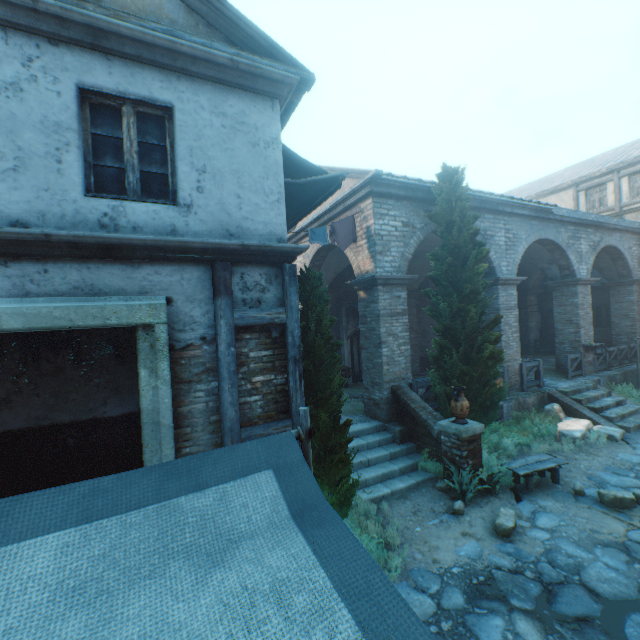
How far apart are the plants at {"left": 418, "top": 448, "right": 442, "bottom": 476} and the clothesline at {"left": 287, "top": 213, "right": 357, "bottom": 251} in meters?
5.5 m

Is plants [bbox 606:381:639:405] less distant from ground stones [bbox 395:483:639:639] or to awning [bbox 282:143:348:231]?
ground stones [bbox 395:483:639:639]

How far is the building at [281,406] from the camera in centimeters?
450cm

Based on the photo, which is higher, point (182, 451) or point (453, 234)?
point (453, 234)

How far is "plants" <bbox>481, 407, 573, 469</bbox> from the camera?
8.2 meters

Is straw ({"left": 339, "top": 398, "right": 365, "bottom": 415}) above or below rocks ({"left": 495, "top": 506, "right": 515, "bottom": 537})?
above

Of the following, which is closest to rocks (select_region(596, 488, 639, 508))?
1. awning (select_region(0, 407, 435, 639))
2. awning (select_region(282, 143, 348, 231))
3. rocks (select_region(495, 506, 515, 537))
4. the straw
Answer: rocks (select_region(495, 506, 515, 537))

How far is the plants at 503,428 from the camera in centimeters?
819cm
